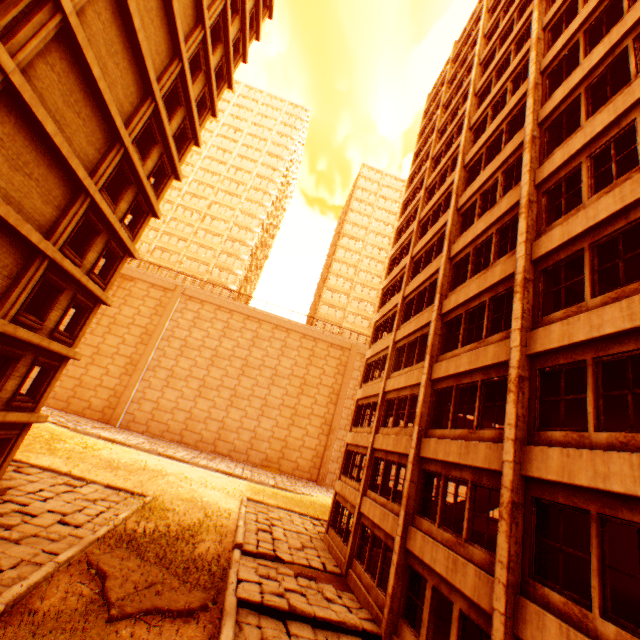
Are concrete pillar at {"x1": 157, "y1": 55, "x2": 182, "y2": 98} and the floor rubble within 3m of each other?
no

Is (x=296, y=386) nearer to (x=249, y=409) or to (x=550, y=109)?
(x=249, y=409)

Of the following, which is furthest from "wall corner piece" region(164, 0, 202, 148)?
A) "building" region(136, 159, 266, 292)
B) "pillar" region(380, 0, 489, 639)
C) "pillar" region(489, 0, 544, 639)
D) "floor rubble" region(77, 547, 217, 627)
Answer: "building" region(136, 159, 266, 292)

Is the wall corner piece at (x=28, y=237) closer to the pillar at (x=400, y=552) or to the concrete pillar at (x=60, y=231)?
the concrete pillar at (x=60, y=231)

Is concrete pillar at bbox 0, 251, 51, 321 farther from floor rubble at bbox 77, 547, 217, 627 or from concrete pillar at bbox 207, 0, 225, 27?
concrete pillar at bbox 207, 0, 225, 27

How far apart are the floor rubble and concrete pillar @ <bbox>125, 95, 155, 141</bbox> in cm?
1657

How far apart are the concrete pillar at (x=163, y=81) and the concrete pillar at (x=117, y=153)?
3.4 meters

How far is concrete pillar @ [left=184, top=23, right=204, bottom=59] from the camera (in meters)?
16.64
